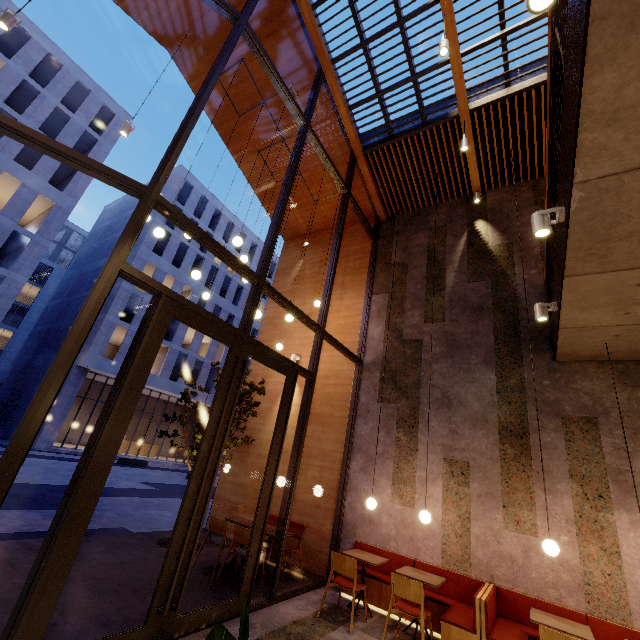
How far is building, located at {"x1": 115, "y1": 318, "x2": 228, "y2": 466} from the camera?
29.1 meters

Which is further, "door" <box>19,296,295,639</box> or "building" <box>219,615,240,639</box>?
"building" <box>219,615,240,639</box>

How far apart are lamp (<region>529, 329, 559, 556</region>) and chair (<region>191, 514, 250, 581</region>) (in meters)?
5.01

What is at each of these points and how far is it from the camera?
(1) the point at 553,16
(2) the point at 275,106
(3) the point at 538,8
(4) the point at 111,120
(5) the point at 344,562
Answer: (1) railing, 3.1 meters
(2) building, 8.9 meters
(3) lamp, 1.8 meters
(4) building, 26.9 meters
(5) chair, 4.9 meters

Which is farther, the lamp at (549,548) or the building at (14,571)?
the lamp at (549,548)

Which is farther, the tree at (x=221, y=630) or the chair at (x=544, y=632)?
the chair at (x=544, y=632)

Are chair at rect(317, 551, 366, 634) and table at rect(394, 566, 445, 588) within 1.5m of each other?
yes

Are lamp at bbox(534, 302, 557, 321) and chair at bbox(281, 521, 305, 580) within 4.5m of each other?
no
